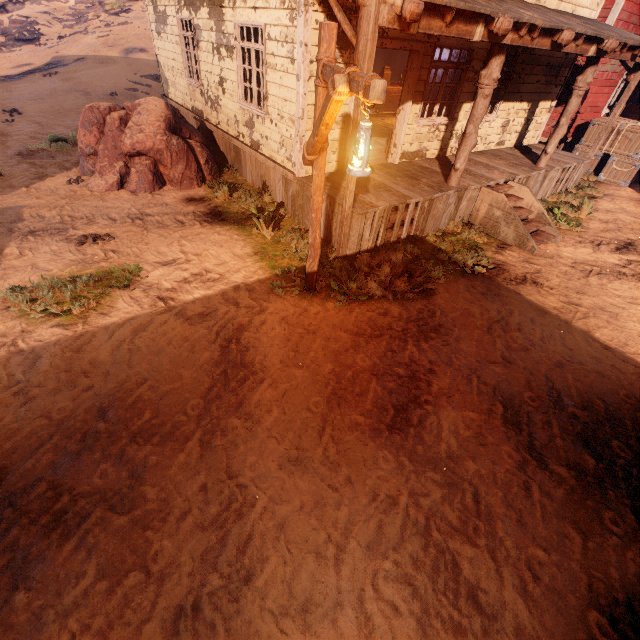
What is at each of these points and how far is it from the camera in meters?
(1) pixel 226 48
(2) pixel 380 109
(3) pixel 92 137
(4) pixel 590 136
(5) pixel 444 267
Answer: (1) building, 7.5
(2) table, 13.0
(3) instancedfoliageactor, 8.1
(4) wooden box, 12.0
(5) z, 6.3

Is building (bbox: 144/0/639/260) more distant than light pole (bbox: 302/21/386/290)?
Yes

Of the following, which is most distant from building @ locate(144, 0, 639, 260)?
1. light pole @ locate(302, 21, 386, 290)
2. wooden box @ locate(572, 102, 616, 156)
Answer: light pole @ locate(302, 21, 386, 290)

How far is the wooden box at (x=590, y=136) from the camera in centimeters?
1175cm

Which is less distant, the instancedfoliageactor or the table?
the instancedfoliageactor

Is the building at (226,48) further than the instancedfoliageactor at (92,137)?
No

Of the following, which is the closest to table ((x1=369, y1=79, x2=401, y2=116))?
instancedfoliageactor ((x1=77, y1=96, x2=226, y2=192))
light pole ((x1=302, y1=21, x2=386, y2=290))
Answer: instancedfoliageactor ((x1=77, y1=96, x2=226, y2=192))

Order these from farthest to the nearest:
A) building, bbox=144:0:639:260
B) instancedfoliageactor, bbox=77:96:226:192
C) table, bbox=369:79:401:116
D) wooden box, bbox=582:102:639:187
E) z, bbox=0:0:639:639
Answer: table, bbox=369:79:401:116 → wooden box, bbox=582:102:639:187 → instancedfoliageactor, bbox=77:96:226:192 → building, bbox=144:0:639:260 → z, bbox=0:0:639:639
